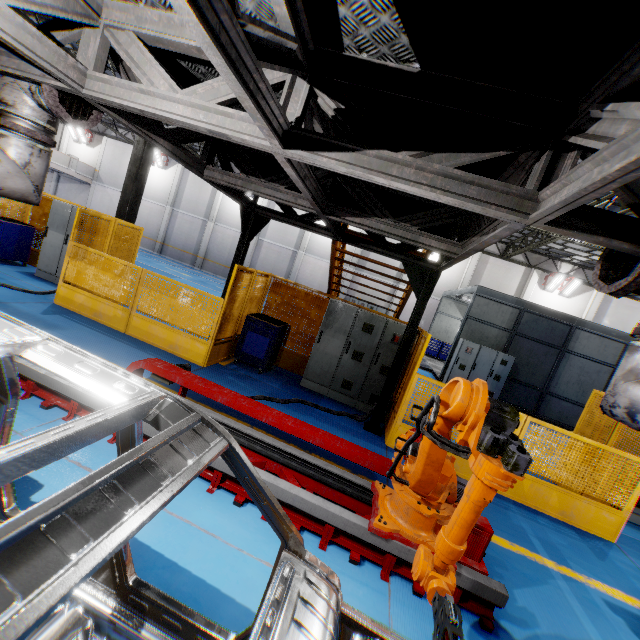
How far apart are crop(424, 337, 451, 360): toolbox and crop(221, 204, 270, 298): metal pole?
16.1 meters

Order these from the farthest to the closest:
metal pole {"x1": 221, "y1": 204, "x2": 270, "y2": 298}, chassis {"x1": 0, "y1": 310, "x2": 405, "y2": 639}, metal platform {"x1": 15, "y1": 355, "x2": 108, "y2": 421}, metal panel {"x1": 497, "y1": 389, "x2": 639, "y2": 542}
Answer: metal pole {"x1": 221, "y1": 204, "x2": 270, "y2": 298}
metal panel {"x1": 497, "y1": 389, "x2": 639, "y2": 542}
metal platform {"x1": 15, "y1": 355, "x2": 108, "y2": 421}
chassis {"x1": 0, "y1": 310, "x2": 405, "y2": 639}

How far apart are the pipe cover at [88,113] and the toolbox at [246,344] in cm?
444

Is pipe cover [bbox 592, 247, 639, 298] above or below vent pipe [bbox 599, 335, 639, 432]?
above

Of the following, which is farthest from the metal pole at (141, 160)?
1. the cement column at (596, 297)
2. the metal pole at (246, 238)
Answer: the cement column at (596, 297)

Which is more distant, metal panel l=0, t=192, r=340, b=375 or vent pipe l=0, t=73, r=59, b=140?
metal panel l=0, t=192, r=340, b=375

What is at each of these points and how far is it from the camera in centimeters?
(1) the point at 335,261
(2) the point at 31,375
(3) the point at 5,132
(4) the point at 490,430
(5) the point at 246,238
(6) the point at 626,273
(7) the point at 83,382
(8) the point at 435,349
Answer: (1) metal stair, 845cm
(2) metal platform, 385cm
(3) vent pipe, 326cm
(4) robot arm, 210cm
(5) metal pole, 677cm
(6) pipe cover, 241cm
(7) chassis, 132cm
(8) toolbox, 2052cm

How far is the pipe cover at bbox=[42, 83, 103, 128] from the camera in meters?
3.1
